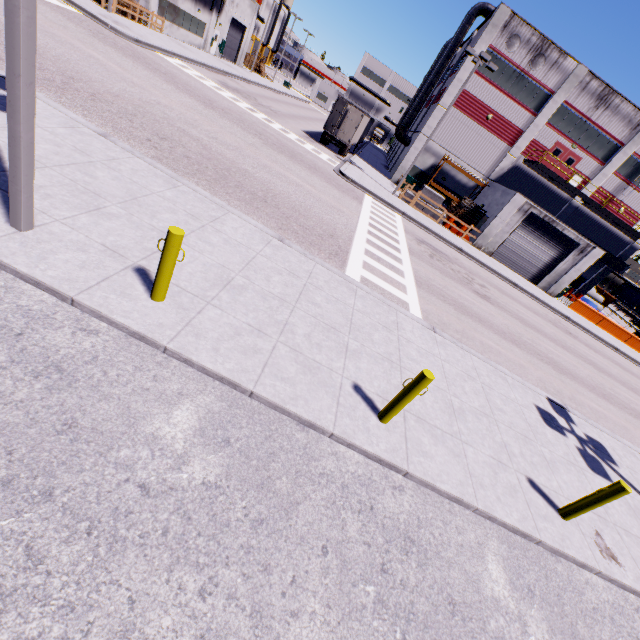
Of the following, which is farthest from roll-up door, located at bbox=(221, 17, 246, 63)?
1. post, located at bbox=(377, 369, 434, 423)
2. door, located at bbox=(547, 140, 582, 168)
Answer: post, located at bbox=(377, 369, 434, 423)

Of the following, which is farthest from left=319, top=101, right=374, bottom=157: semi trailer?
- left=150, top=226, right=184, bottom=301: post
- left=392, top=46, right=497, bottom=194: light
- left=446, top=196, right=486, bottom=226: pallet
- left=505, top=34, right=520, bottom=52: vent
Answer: left=505, top=34, right=520, bottom=52: vent

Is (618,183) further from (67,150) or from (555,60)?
(67,150)

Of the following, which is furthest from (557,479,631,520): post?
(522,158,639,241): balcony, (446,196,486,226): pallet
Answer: (522,158,639,241): balcony

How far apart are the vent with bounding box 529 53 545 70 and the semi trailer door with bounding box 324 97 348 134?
15.5 meters

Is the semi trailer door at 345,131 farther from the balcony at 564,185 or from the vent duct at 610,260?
the vent duct at 610,260

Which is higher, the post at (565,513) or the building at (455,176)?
the building at (455,176)

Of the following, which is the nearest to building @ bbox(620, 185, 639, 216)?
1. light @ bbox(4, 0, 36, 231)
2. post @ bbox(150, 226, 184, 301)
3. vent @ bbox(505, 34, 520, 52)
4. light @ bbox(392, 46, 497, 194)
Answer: vent @ bbox(505, 34, 520, 52)
